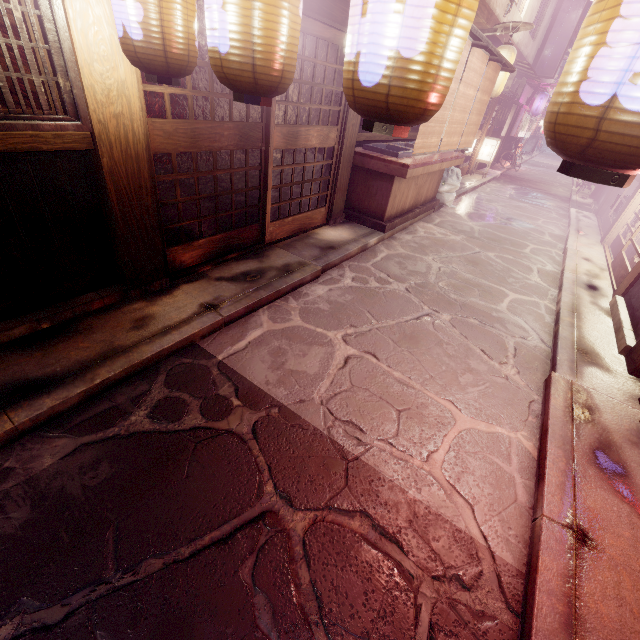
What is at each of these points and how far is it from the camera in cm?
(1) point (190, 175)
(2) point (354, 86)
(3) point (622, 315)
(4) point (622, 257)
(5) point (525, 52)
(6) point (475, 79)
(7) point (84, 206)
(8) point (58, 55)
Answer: (1) door, 659
(2) lantern, 239
(3) foundation, 829
(4) door, 1127
(5) house, 2495
(6) blind, 1116
(7) foundation, 534
(8) window grill, 411

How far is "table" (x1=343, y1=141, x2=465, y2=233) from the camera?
10.48m

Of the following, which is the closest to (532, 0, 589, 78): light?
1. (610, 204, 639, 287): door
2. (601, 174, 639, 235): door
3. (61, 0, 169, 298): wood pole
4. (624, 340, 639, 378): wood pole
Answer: (601, 174, 639, 235): door

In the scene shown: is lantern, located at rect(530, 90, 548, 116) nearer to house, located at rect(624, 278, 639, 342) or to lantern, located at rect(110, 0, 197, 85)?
house, located at rect(624, 278, 639, 342)

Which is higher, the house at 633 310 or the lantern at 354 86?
the lantern at 354 86

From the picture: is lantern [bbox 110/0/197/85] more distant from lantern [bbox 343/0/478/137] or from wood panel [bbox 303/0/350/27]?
lantern [bbox 343/0/478/137]

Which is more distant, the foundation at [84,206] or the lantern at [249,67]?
the foundation at [84,206]

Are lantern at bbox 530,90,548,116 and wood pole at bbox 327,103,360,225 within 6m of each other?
no
